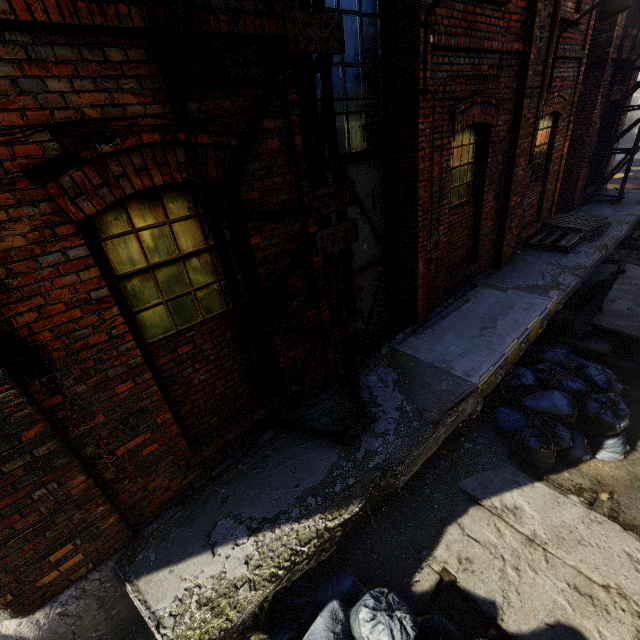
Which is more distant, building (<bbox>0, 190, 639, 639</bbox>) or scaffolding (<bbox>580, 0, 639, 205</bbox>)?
scaffolding (<bbox>580, 0, 639, 205</bbox>)

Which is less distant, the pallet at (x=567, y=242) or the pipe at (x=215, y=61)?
the pipe at (x=215, y=61)

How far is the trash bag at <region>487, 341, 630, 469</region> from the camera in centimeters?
406cm

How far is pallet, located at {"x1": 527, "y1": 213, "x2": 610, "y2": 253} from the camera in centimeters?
769cm

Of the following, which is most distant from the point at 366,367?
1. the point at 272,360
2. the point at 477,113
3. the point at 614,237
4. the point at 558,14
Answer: the point at 614,237

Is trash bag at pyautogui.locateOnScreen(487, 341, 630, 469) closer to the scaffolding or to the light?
the light

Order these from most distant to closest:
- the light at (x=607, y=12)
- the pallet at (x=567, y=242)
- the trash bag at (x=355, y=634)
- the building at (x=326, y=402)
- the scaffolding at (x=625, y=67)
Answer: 1. the scaffolding at (x=625, y=67)
2. the pallet at (x=567, y=242)
3. the light at (x=607, y=12)
4. the building at (x=326, y=402)
5. the trash bag at (x=355, y=634)

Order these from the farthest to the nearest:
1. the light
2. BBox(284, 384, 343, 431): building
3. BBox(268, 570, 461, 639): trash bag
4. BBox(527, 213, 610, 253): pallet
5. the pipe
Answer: BBox(527, 213, 610, 253): pallet
the light
BBox(284, 384, 343, 431): building
BBox(268, 570, 461, 639): trash bag
the pipe
